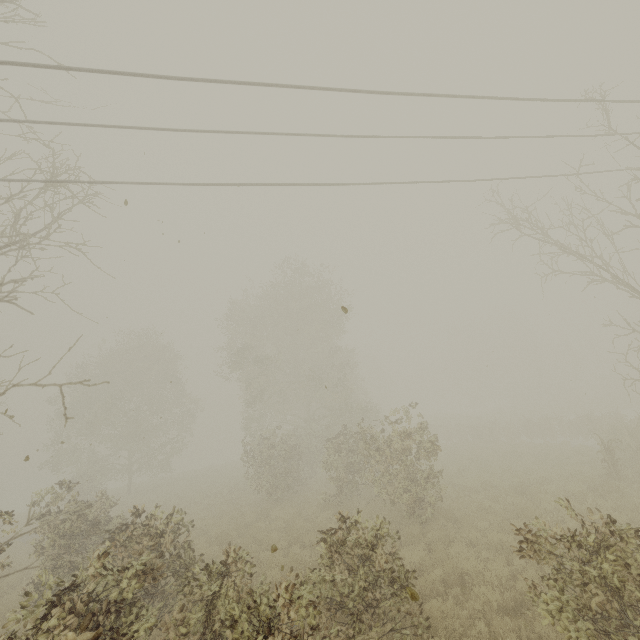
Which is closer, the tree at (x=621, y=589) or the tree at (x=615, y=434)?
the tree at (x=621, y=589)

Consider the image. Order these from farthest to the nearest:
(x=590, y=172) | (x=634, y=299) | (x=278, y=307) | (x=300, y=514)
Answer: (x=634, y=299) → (x=278, y=307) → (x=300, y=514) → (x=590, y=172)

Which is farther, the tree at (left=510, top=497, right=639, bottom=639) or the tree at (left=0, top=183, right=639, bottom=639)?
the tree at (left=0, top=183, right=639, bottom=639)
